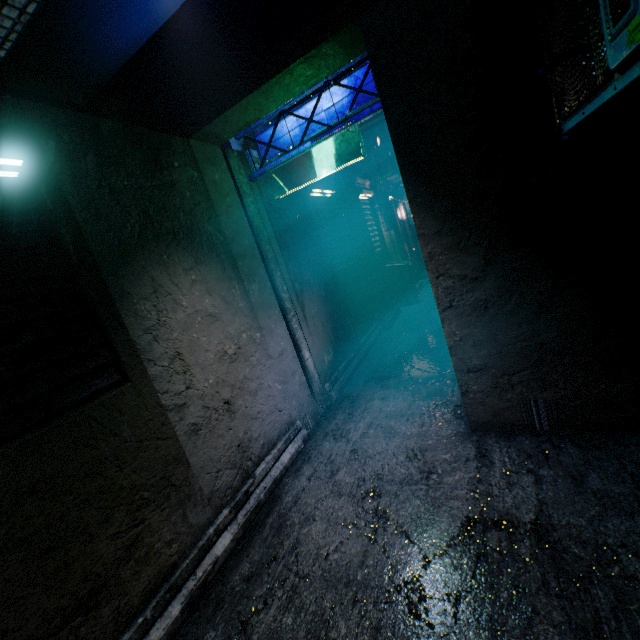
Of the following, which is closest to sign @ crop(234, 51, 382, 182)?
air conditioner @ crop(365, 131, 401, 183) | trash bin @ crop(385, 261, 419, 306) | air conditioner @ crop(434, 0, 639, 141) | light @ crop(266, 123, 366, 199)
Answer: light @ crop(266, 123, 366, 199)

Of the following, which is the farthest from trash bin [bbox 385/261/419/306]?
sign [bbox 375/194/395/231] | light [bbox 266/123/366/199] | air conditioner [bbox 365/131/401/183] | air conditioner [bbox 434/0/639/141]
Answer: air conditioner [bbox 434/0/639/141]

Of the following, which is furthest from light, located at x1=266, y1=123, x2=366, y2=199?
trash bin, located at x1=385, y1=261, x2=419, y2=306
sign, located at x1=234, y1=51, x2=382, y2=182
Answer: trash bin, located at x1=385, y1=261, x2=419, y2=306

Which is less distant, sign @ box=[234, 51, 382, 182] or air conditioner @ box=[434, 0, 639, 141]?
air conditioner @ box=[434, 0, 639, 141]

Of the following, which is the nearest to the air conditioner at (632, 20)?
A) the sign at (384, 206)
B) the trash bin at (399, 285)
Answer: the trash bin at (399, 285)

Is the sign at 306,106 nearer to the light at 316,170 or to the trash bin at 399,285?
the light at 316,170

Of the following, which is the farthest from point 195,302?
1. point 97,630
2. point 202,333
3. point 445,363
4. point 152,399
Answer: point 445,363

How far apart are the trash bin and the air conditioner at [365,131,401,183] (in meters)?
1.92
